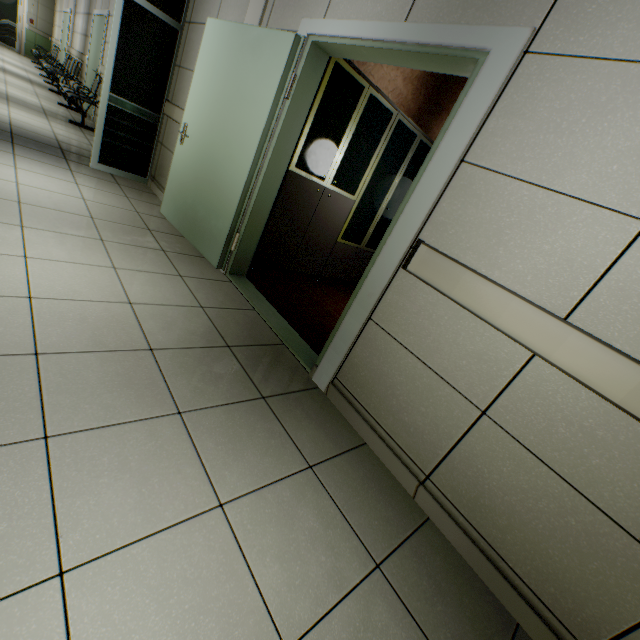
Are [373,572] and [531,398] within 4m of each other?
yes

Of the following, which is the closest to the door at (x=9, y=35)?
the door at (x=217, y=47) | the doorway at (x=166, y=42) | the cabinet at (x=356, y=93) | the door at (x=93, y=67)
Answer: the door at (x=93, y=67)

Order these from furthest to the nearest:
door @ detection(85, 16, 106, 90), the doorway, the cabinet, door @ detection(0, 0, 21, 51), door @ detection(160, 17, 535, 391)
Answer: door @ detection(0, 0, 21, 51) < door @ detection(85, 16, 106, 90) < the doorway < the cabinet < door @ detection(160, 17, 535, 391)

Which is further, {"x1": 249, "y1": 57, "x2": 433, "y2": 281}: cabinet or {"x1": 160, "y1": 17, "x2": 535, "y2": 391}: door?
{"x1": 249, "y1": 57, "x2": 433, "y2": 281}: cabinet

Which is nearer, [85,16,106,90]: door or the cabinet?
the cabinet

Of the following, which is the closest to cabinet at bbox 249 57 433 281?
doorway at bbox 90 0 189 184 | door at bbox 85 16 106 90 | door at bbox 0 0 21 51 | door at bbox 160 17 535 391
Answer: door at bbox 160 17 535 391

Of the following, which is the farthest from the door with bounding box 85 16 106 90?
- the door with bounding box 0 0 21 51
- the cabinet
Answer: the door with bounding box 0 0 21 51

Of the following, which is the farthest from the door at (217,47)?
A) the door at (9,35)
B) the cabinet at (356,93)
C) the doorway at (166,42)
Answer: the door at (9,35)
